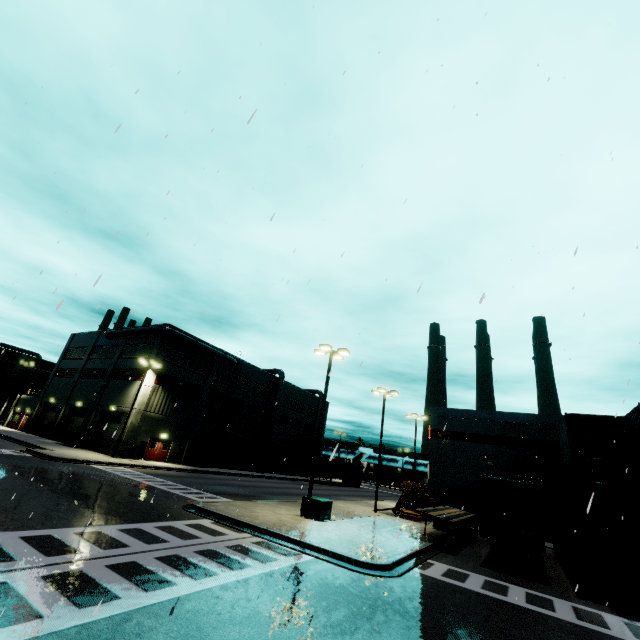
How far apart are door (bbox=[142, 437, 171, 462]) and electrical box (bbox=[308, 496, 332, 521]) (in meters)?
24.24

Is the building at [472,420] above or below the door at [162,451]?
above

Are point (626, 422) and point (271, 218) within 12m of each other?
no

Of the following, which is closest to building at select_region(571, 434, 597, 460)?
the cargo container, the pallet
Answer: the pallet

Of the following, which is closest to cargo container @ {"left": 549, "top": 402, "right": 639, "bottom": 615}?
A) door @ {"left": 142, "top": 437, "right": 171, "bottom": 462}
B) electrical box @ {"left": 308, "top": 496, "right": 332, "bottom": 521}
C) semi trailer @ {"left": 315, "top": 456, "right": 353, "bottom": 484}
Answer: A: door @ {"left": 142, "top": 437, "right": 171, "bottom": 462}

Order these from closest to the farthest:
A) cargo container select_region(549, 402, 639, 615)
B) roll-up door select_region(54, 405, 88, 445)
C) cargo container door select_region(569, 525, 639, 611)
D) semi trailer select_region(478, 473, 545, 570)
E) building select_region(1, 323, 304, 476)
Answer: cargo container door select_region(569, 525, 639, 611) < cargo container select_region(549, 402, 639, 615) < semi trailer select_region(478, 473, 545, 570) < building select_region(1, 323, 304, 476) < roll-up door select_region(54, 405, 88, 445)

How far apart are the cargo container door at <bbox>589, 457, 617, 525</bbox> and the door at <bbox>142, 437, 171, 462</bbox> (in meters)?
37.87

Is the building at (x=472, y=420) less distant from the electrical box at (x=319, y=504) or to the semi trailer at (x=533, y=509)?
the semi trailer at (x=533, y=509)
